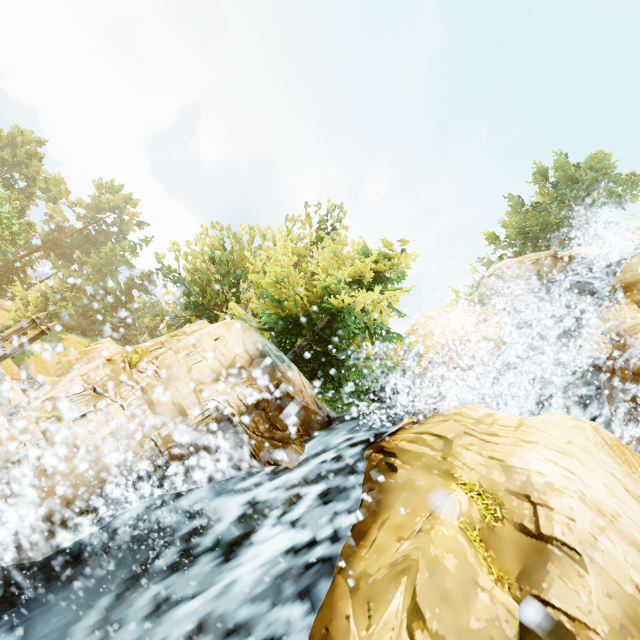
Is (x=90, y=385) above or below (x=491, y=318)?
below

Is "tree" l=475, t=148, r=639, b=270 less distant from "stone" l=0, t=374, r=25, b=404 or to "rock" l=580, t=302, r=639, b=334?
"rock" l=580, t=302, r=639, b=334

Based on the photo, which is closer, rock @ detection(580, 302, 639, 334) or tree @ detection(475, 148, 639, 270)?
rock @ detection(580, 302, 639, 334)

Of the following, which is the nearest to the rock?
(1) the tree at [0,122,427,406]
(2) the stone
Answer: (1) the tree at [0,122,427,406]

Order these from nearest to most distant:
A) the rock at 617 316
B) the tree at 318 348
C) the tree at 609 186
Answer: the tree at 318 348, the rock at 617 316, the tree at 609 186

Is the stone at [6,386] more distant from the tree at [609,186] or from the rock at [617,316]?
the rock at [617,316]
